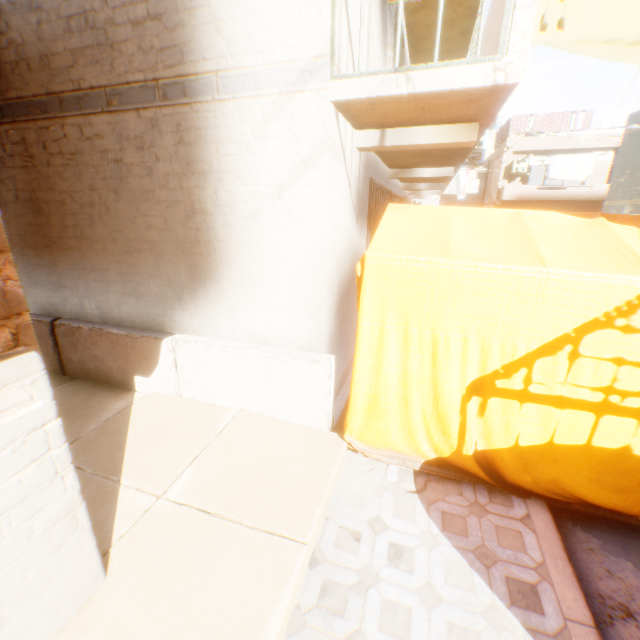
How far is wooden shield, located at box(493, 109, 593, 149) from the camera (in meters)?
20.02

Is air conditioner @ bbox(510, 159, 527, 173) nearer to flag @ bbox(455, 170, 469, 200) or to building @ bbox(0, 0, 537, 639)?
building @ bbox(0, 0, 537, 639)

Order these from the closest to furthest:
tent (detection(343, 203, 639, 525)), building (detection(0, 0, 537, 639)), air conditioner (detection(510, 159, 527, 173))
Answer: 1. building (detection(0, 0, 537, 639))
2. tent (detection(343, 203, 639, 525))
3. air conditioner (detection(510, 159, 527, 173))

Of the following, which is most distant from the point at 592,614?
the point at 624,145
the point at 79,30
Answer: the point at 624,145

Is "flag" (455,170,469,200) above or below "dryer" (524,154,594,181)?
below

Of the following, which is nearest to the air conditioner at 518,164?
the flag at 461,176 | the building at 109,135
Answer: the building at 109,135

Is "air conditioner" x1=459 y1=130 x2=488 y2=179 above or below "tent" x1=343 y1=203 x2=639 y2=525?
above

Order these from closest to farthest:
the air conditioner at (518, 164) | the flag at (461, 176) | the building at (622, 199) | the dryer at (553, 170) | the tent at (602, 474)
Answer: the tent at (602, 474) < the building at (622, 199) < the flag at (461, 176) < the dryer at (553, 170) < the air conditioner at (518, 164)
